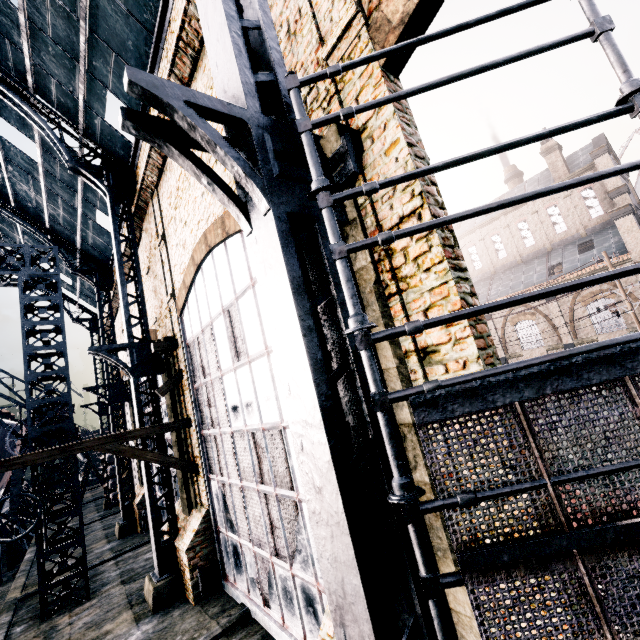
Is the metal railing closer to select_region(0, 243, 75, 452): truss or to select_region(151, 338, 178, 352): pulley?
select_region(151, 338, 178, 352): pulley

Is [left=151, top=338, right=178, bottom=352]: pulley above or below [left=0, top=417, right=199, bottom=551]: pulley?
above

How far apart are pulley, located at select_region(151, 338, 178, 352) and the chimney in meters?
39.6

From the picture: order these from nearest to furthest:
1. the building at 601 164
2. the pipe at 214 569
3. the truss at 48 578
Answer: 1. the pipe at 214 569
2. the truss at 48 578
3. the building at 601 164

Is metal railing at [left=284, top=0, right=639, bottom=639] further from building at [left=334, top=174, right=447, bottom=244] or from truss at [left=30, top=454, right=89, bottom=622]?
truss at [left=30, top=454, right=89, bottom=622]

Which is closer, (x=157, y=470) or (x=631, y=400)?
(x=631, y=400)

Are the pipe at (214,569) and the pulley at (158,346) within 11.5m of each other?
yes

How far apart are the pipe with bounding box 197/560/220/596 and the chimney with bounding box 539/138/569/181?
42.7m
